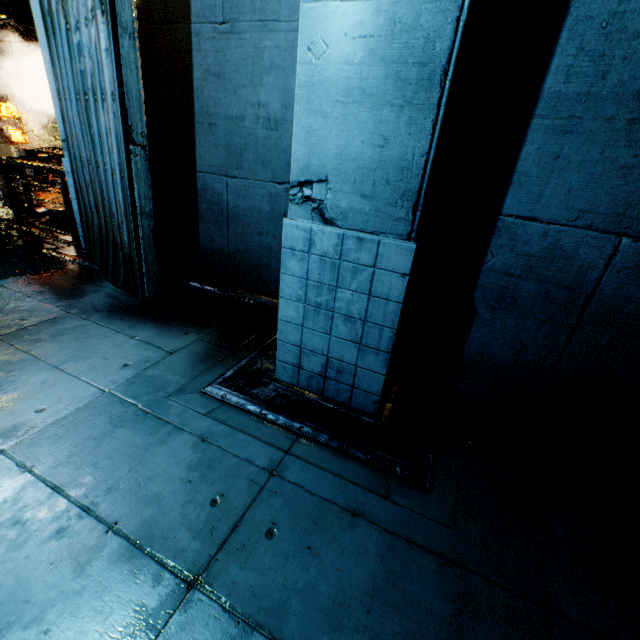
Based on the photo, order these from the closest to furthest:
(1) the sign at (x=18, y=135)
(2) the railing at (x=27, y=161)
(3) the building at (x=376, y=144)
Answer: (3) the building at (x=376, y=144), (2) the railing at (x=27, y=161), (1) the sign at (x=18, y=135)

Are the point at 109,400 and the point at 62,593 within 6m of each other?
yes

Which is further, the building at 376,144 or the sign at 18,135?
the sign at 18,135

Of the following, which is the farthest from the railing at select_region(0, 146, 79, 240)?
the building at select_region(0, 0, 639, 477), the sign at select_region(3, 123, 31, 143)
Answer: the sign at select_region(3, 123, 31, 143)

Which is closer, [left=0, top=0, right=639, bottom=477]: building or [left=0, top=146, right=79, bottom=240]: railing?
[left=0, top=0, right=639, bottom=477]: building

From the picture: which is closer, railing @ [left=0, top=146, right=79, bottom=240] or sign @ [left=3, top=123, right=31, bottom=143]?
railing @ [left=0, top=146, right=79, bottom=240]

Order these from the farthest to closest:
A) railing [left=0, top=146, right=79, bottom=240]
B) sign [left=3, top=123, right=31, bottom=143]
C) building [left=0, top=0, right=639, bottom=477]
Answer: sign [left=3, top=123, right=31, bottom=143] < railing [left=0, top=146, right=79, bottom=240] < building [left=0, top=0, right=639, bottom=477]
